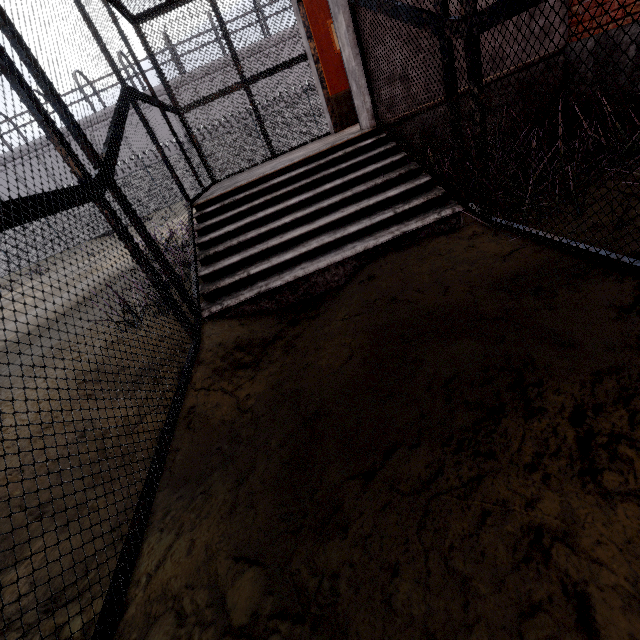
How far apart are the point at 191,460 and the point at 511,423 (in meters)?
1.99
